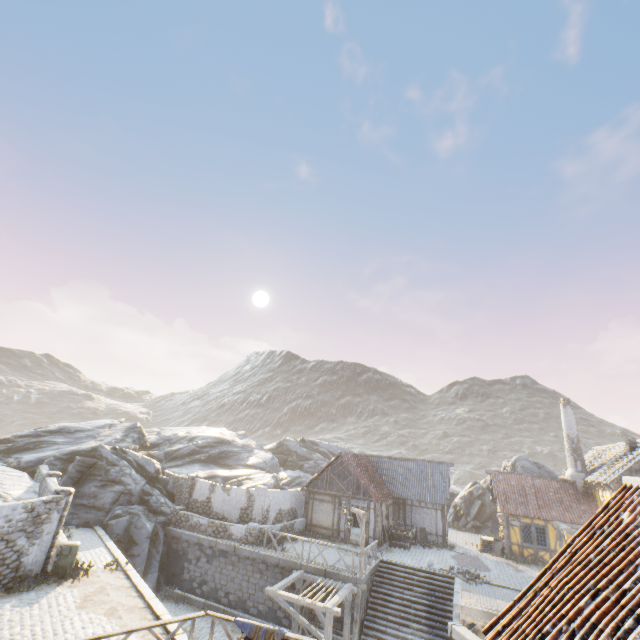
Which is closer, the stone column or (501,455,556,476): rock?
the stone column

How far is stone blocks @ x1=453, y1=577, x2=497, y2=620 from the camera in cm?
1437

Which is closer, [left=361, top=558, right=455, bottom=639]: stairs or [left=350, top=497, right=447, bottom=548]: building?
Result: [left=361, top=558, right=455, bottom=639]: stairs

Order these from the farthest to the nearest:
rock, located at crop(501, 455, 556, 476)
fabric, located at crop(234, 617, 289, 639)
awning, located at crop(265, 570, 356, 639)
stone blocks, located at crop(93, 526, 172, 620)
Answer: rock, located at crop(501, 455, 556, 476) < awning, located at crop(265, 570, 356, 639) < stone blocks, located at crop(93, 526, 172, 620) < fabric, located at crop(234, 617, 289, 639)

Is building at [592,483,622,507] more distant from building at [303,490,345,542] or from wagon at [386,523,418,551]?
wagon at [386,523,418,551]

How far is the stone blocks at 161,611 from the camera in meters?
11.3 m

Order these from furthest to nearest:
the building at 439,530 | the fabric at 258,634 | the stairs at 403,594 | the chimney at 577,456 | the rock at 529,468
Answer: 1. the rock at 529,468
2. the chimney at 577,456
3. the building at 439,530
4. the stairs at 403,594
5. the fabric at 258,634

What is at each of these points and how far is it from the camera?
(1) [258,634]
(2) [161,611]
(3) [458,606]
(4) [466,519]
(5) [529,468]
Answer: (1) fabric, 8.93m
(2) stone blocks, 11.28m
(3) stone blocks, 14.80m
(4) rock, 32.62m
(5) rock, 32.44m
